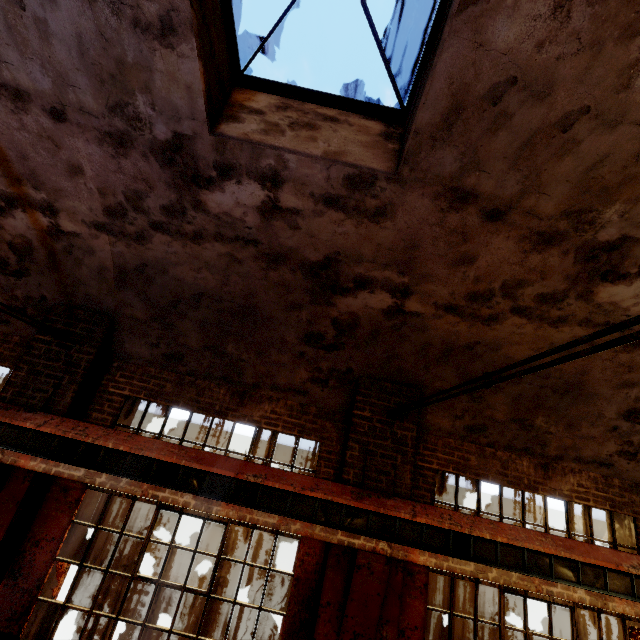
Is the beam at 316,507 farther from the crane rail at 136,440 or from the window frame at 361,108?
the window frame at 361,108

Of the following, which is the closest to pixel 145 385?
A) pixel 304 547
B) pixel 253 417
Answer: pixel 253 417

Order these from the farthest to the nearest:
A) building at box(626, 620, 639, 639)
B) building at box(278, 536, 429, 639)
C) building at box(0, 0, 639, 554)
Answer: building at box(626, 620, 639, 639) < building at box(278, 536, 429, 639) < building at box(0, 0, 639, 554)

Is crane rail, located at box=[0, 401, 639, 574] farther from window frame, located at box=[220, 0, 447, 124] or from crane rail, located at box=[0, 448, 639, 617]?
window frame, located at box=[220, 0, 447, 124]

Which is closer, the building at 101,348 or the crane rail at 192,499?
the building at 101,348

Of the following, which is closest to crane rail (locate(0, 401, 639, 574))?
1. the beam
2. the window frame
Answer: the beam

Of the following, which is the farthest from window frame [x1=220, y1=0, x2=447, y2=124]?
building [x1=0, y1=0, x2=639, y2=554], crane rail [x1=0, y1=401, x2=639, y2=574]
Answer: crane rail [x1=0, y1=401, x2=639, y2=574]
